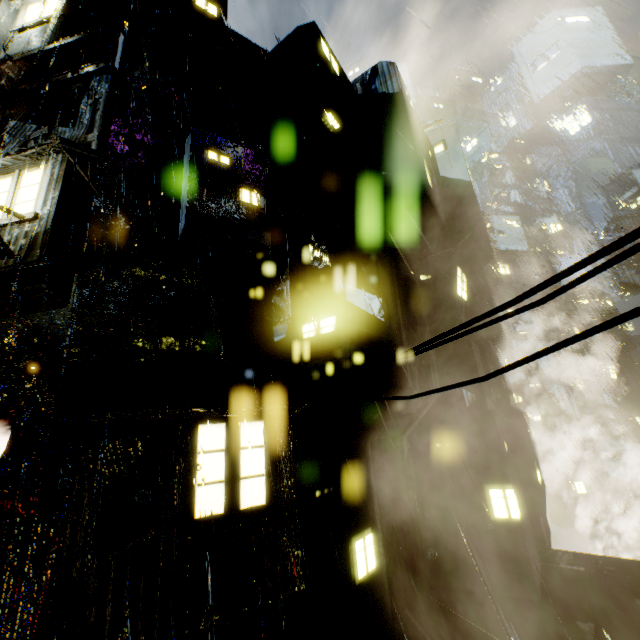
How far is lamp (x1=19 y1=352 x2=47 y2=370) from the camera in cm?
714

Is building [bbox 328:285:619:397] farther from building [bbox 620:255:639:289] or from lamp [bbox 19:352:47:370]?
building [bbox 620:255:639:289]

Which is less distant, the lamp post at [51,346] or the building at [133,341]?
the building at [133,341]

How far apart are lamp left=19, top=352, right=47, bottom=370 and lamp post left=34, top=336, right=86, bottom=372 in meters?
0.1

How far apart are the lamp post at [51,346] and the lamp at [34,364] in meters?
0.1

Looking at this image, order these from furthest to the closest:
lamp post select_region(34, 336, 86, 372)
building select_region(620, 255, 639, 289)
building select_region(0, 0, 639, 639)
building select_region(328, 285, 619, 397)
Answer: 1. building select_region(620, 255, 639, 289)
2. building select_region(328, 285, 619, 397)
3. lamp post select_region(34, 336, 86, 372)
4. building select_region(0, 0, 639, 639)

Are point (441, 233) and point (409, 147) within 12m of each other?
yes

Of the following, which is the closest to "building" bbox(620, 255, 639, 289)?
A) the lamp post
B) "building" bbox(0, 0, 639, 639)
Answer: "building" bbox(0, 0, 639, 639)
